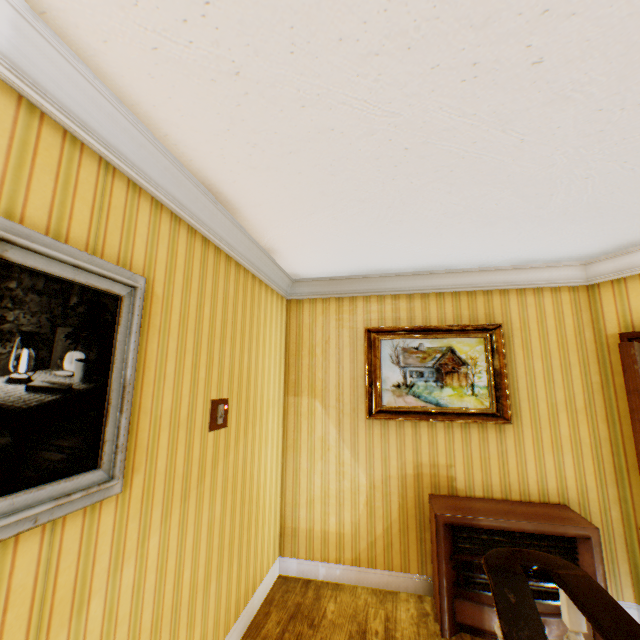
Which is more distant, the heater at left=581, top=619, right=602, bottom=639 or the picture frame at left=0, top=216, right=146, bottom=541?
the heater at left=581, top=619, right=602, bottom=639

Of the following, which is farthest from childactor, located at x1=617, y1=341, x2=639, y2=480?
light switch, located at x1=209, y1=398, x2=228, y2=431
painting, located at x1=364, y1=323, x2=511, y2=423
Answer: light switch, located at x1=209, y1=398, x2=228, y2=431

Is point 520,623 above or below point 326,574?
above

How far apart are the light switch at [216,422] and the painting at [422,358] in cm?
155

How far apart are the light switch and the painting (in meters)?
1.55

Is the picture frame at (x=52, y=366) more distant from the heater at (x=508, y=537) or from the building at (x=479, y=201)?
the heater at (x=508, y=537)

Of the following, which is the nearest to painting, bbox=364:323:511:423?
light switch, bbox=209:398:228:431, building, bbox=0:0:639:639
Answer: building, bbox=0:0:639:639

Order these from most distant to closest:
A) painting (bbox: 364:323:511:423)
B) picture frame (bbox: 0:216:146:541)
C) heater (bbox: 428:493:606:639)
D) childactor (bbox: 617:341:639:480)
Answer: painting (bbox: 364:323:511:423), heater (bbox: 428:493:606:639), childactor (bbox: 617:341:639:480), picture frame (bbox: 0:216:146:541)
